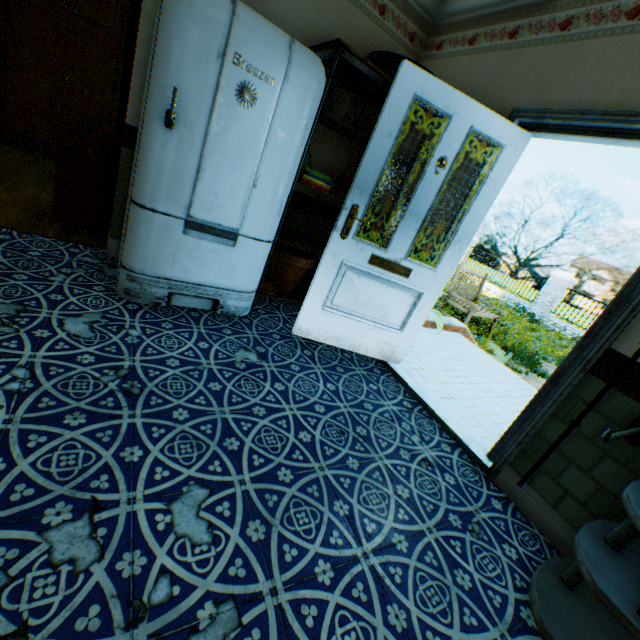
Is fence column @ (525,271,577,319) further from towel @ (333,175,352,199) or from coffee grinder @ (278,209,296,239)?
coffee grinder @ (278,209,296,239)

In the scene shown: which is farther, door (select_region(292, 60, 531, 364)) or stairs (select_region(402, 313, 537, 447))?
stairs (select_region(402, 313, 537, 447))

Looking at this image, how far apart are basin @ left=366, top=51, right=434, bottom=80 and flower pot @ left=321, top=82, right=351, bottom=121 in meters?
0.3

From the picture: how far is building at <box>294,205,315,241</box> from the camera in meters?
3.6

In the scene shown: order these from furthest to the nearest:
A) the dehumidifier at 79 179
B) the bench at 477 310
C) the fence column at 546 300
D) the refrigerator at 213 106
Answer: the fence column at 546 300
the bench at 477 310
the dehumidifier at 79 179
the refrigerator at 213 106

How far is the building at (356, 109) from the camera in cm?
320

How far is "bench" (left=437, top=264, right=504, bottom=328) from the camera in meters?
7.9

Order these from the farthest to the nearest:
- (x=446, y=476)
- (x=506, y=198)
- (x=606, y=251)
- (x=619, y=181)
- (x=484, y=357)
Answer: (x=506, y=198) < (x=606, y=251) < (x=619, y=181) < (x=484, y=357) < (x=446, y=476)
